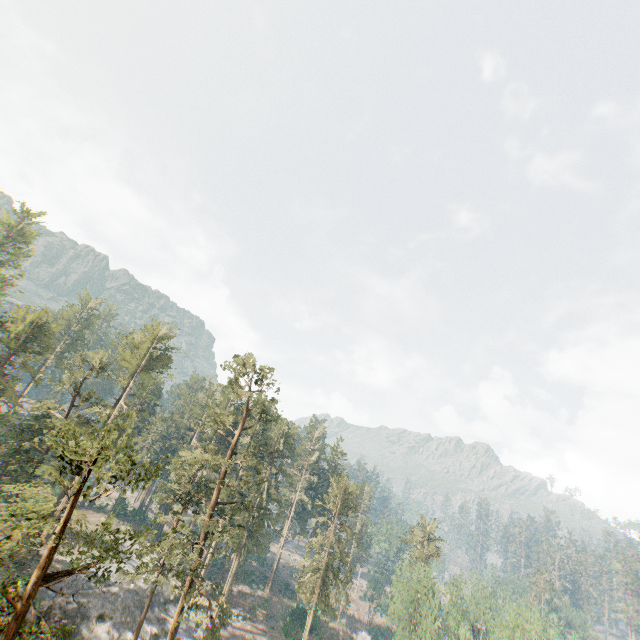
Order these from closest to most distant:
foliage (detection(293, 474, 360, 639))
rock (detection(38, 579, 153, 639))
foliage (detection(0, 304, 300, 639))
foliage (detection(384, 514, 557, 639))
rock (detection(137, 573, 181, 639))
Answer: foliage (detection(0, 304, 300, 639)), rock (detection(38, 579, 153, 639)), foliage (detection(384, 514, 557, 639)), rock (detection(137, 573, 181, 639)), foliage (detection(293, 474, 360, 639))

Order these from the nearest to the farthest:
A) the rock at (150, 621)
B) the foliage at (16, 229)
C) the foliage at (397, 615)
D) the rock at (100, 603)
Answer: the rock at (100, 603) < the foliage at (16, 229) < the foliage at (397, 615) < the rock at (150, 621)

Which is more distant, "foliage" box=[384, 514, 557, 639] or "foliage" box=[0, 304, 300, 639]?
"foliage" box=[384, 514, 557, 639]

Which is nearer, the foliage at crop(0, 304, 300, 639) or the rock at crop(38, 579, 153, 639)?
the foliage at crop(0, 304, 300, 639)

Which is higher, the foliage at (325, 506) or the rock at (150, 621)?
the foliage at (325, 506)

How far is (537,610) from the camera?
56.6m
